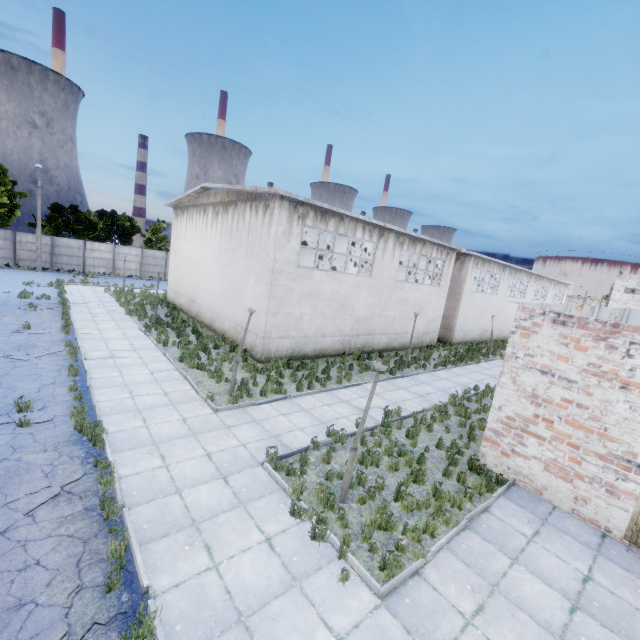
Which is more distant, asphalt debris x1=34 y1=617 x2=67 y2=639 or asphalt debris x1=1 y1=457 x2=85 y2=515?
asphalt debris x1=1 y1=457 x2=85 y2=515

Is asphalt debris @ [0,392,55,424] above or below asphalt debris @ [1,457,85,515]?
above

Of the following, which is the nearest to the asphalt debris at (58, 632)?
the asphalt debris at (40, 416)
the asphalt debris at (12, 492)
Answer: the asphalt debris at (12, 492)

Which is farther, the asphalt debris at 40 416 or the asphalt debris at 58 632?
the asphalt debris at 40 416

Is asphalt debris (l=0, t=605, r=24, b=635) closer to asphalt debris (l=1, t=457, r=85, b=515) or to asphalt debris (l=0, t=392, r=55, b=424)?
asphalt debris (l=1, t=457, r=85, b=515)

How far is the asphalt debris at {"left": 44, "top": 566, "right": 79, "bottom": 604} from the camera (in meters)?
4.57

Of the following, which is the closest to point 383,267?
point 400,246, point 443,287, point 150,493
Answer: point 400,246
